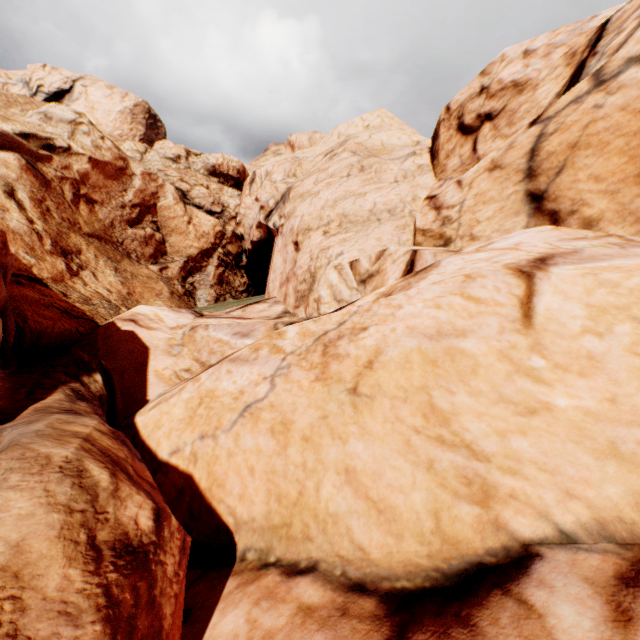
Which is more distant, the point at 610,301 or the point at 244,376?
the point at 244,376
